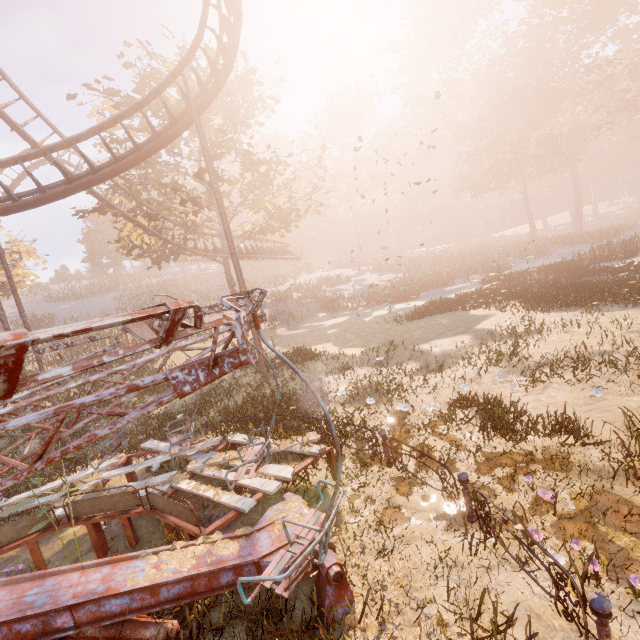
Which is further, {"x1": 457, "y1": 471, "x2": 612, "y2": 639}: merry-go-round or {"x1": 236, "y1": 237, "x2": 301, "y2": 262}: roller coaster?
{"x1": 236, "y1": 237, "x2": 301, "y2": 262}: roller coaster

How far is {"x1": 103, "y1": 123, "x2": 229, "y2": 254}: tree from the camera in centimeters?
1855cm

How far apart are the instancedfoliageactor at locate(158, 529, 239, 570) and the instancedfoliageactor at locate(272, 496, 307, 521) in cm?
31

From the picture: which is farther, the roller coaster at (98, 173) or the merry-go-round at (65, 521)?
the roller coaster at (98, 173)

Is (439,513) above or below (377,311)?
below

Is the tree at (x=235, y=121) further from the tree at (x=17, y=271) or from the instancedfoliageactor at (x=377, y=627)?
the instancedfoliageactor at (x=377, y=627)

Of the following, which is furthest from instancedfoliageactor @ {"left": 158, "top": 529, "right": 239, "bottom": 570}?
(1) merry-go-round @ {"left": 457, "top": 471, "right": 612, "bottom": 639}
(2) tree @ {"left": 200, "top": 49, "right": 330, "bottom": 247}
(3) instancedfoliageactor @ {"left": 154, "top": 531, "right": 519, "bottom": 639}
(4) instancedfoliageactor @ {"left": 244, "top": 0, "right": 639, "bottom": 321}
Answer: (2) tree @ {"left": 200, "top": 49, "right": 330, "bottom": 247}

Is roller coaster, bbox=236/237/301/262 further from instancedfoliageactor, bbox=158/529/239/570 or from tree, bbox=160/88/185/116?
instancedfoliageactor, bbox=158/529/239/570
